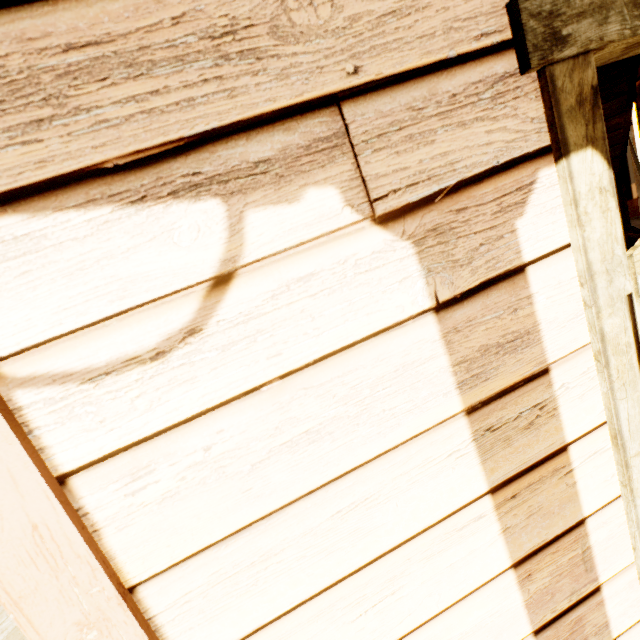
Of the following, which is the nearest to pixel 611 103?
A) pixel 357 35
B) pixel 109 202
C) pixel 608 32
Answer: pixel 608 32

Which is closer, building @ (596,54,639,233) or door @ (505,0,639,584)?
door @ (505,0,639,584)

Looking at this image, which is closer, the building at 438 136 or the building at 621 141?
the building at 438 136

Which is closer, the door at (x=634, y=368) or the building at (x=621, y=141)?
the door at (x=634, y=368)

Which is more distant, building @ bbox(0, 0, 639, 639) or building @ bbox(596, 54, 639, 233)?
building @ bbox(596, 54, 639, 233)
